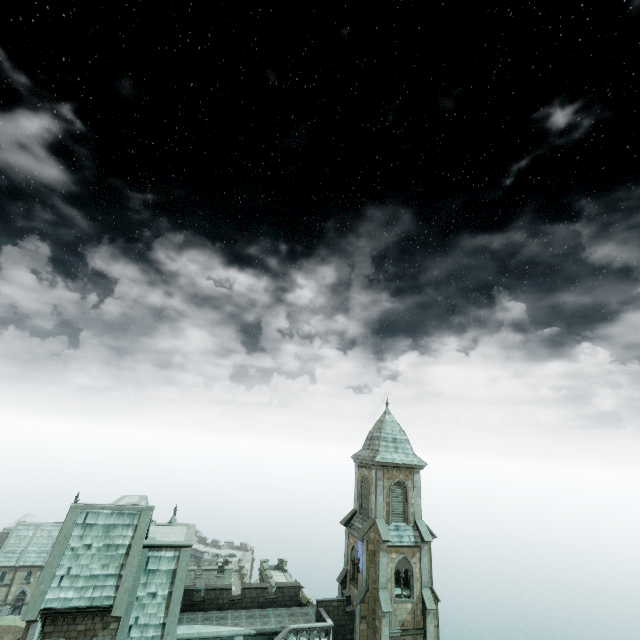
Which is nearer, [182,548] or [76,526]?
[76,526]
